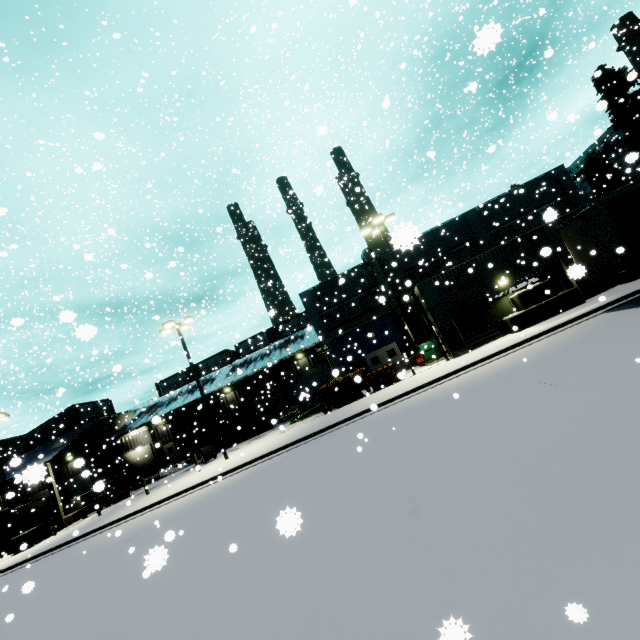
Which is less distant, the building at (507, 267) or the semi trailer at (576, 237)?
the semi trailer at (576, 237)

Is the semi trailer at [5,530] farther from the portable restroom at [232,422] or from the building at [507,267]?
the portable restroom at [232,422]

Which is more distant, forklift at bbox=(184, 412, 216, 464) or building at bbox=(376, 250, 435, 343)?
forklift at bbox=(184, 412, 216, 464)

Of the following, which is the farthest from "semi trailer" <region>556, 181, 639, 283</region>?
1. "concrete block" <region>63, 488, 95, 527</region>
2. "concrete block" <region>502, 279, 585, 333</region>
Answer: "concrete block" <region>502, 279, 585, 333</region>

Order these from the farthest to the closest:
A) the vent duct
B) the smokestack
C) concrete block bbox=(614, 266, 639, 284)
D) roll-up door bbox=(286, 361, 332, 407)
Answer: the smokestack
roll-up door bbox=(286, 361, 332, 407)
the vent duct
concrete block bbox=(614, 266, 639, 284)

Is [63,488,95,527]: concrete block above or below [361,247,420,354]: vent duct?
below

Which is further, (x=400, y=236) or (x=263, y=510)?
(x=263, y=510)

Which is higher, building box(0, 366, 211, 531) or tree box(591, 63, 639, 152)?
tree box(591, 63, 639, 152)
